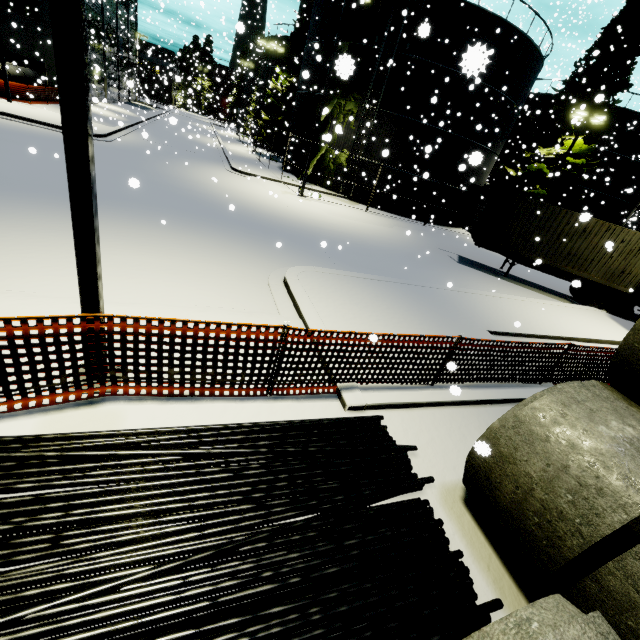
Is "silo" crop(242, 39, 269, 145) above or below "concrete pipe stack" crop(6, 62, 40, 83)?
above

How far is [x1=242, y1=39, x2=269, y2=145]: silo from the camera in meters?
39.0

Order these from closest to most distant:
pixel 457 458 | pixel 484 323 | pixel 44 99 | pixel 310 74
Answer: pixel 457 458, pixel 484 323, pixel 44 99, pixel 310 74

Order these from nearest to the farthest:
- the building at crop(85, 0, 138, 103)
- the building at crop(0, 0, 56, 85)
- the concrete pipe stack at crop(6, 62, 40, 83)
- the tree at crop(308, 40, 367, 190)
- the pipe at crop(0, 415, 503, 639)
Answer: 1. the pipe at crop(0, 415, 503, 639)
2. the tree at crop(308, 40, 367, 190)
3. the concrete pipe stack at crop(6, 62, 40, 83)
4. the building at crop(0, 0, 56, 85)
5. the building at crop(85, 0, 138, 103)

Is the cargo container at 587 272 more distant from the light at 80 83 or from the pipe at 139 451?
the pipe at 139 451

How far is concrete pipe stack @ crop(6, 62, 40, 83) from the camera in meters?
21.2

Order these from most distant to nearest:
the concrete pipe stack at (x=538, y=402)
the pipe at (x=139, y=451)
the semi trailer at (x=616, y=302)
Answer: the semi trailer at (x=616, y=302) → the pipe at (x=139, y=451) → the concrete pipe stack at (x=538, y=402)

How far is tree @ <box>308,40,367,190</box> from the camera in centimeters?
471cm
